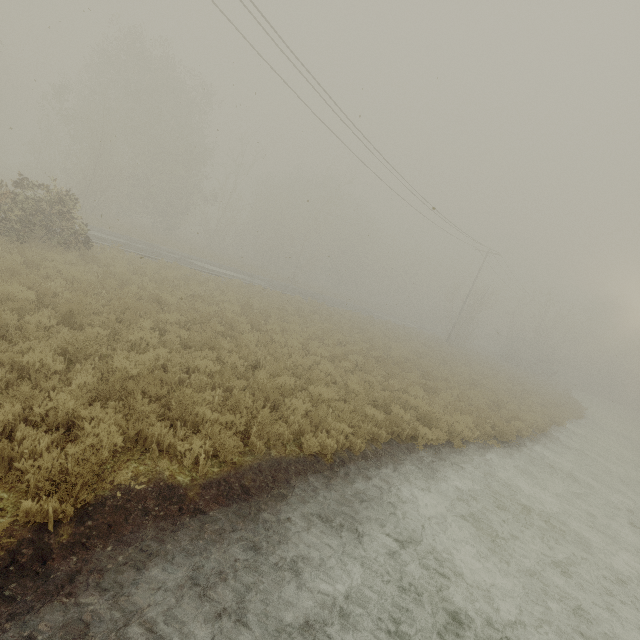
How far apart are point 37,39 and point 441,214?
28.2 meters
